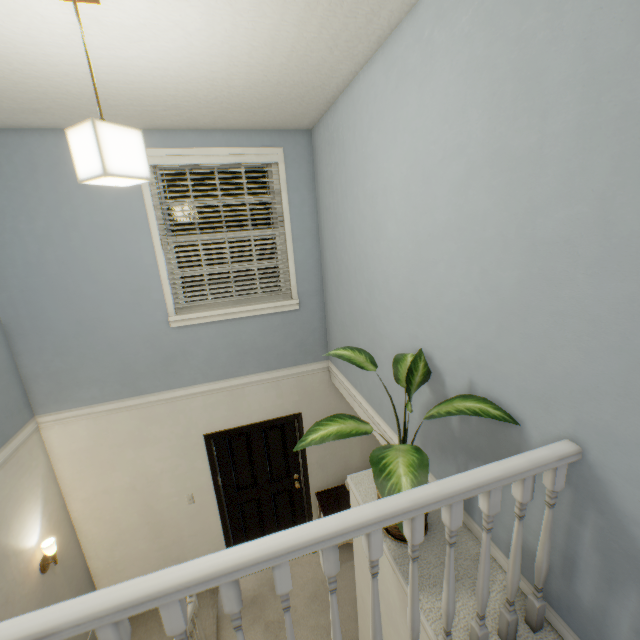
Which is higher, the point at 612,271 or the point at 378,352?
the point at 612,271

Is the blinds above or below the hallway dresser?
above

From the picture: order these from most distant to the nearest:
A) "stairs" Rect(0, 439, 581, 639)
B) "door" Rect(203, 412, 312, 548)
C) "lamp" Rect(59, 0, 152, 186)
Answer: "door" Rect(203, 412, 312, 548), "lamp" Rect(59, 0, 152, 186), "stairs" Rect(0, 439, 581, 639)

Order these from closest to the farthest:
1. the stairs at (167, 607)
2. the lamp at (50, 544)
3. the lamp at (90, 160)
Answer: the stairs at (167, 607) → the lamp at (90, 160) → the lamp at (50, 544)

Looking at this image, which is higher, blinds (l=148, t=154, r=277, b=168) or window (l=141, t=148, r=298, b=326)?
blinds (l=148, t=154, r=277, b=168)

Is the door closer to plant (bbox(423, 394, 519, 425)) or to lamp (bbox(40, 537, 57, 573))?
lamp (bbox(40, 537, 57, 573))

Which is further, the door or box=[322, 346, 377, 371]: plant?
the door

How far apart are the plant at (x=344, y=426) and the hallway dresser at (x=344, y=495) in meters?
2.3
